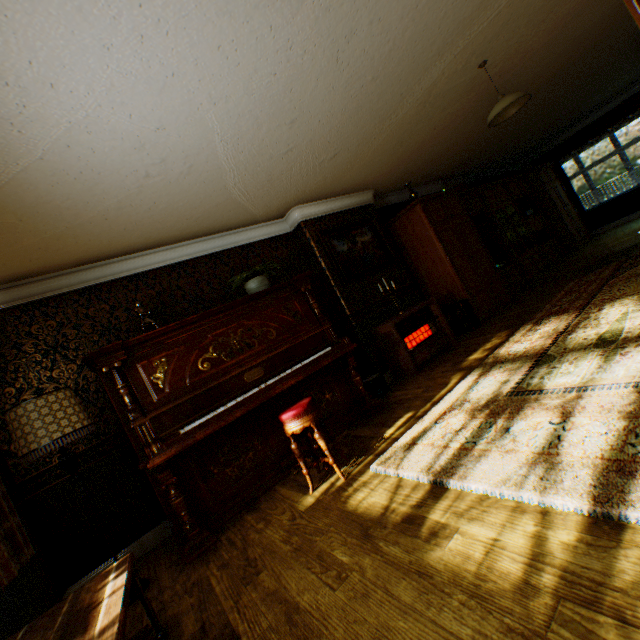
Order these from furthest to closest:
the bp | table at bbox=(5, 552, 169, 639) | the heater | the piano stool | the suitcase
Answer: the suitcase < the heater < the piano stool < table at bbox=(5, 552, 169, 639) < the bp

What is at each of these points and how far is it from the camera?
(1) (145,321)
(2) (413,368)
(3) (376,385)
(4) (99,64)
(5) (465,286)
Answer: (1) knight, 3.6m
(2) heater, 4.8m
(3) scale, 4.6m
(4) building, 1.9m
(5) cabinet, 5.9m

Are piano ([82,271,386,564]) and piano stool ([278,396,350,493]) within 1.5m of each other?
yes

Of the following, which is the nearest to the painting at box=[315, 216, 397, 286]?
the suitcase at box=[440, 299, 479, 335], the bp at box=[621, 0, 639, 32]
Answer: the suitcase at box=[440, 299, 479, 335]

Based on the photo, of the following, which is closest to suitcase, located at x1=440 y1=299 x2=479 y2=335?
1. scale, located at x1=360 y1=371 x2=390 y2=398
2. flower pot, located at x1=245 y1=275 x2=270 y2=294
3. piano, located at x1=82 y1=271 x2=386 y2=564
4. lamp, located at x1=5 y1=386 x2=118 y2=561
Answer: scale, located at x1=360 y1=371 x2=390 y2=398

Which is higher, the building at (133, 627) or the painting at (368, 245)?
the painting at (368, 245)

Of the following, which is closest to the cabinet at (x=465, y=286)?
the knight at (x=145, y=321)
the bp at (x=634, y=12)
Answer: the knight at (x=145, y=321)

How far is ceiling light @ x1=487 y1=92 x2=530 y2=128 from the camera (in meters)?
3.61
